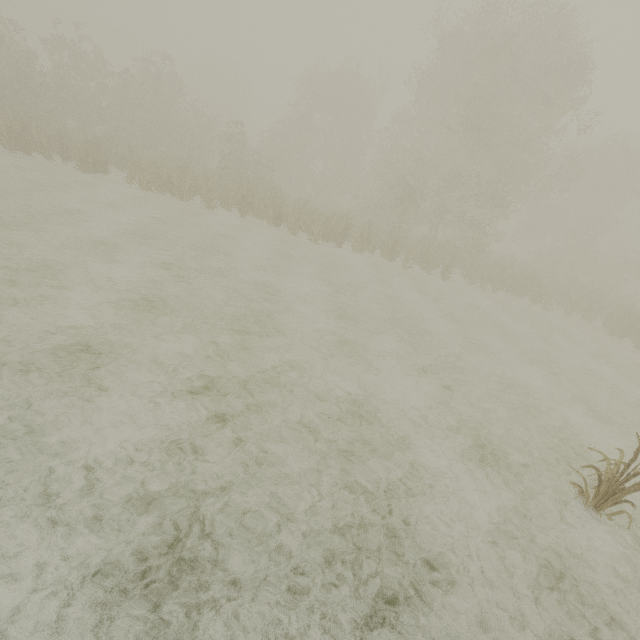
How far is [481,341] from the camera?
11.8m
